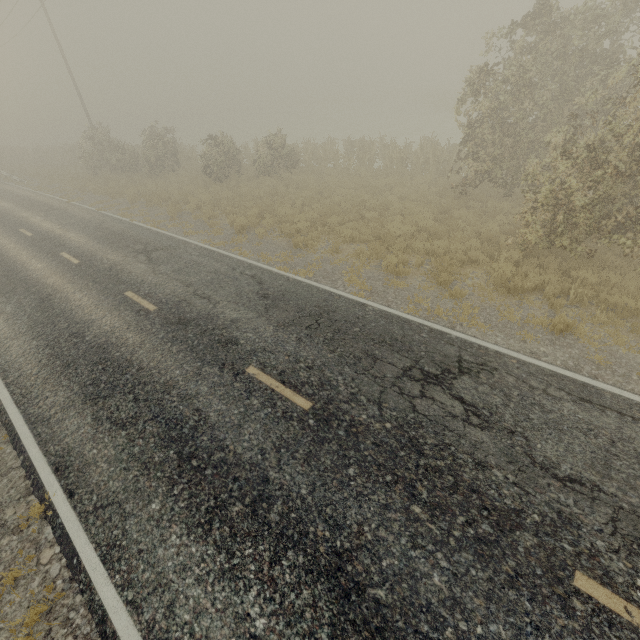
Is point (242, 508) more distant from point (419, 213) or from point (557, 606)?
point (419, 213)
